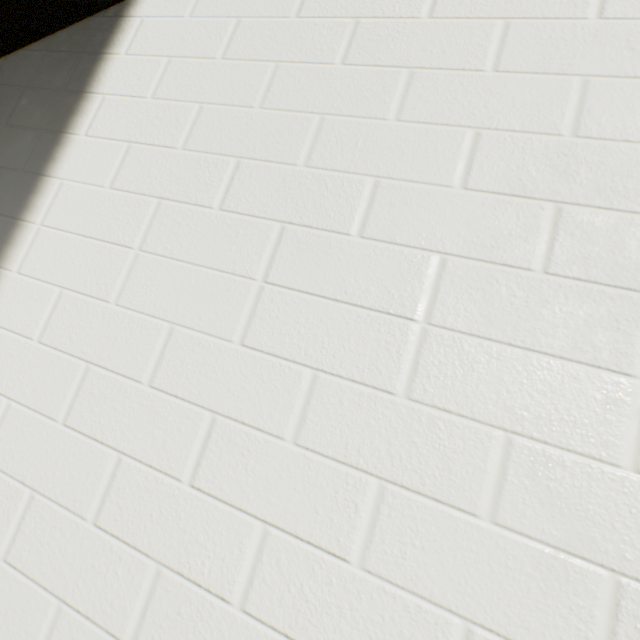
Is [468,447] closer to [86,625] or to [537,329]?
[537,329]
